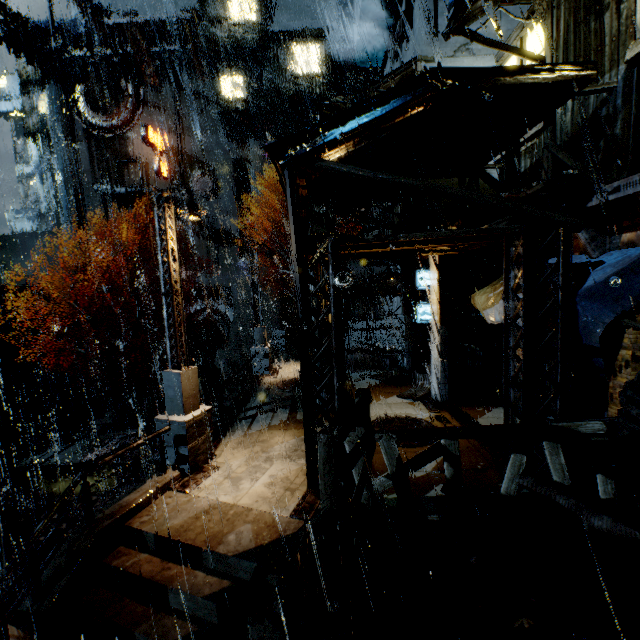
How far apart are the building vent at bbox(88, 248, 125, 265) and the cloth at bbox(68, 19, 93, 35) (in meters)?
21.15

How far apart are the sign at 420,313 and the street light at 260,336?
7.7 meters

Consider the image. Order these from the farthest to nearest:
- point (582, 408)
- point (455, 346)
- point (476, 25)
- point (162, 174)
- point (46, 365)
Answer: point (162, 174) < point (46, 365) < point (455, 346) < point (476, 25) < point (582, 408)

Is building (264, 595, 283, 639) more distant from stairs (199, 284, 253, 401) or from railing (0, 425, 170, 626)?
stairs (199, 284, 253, 401)

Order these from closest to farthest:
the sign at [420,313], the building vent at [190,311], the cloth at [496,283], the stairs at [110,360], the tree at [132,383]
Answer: the cloth at [496,283]
the sign at [420,313]
the tree at [132,383]
the stairs at [110,360]
the building vent at [190,311]

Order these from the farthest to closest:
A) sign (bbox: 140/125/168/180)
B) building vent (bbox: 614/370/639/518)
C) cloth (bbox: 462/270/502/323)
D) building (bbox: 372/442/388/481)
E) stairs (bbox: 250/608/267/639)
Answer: sign (bbox: 140/125/168/180) < cloth (bbox: 462/270/502/323) < building (bbox: 372/442/388/481) < building vent (bbox: 614/370/639/518) < stairs (bbox: 250/608/267/639)

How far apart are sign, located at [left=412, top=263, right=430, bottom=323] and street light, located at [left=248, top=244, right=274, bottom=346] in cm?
766

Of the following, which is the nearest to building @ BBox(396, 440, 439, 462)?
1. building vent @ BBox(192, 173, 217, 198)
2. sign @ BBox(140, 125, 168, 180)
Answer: building vent @ BBox(192, 173, 217, 198)
